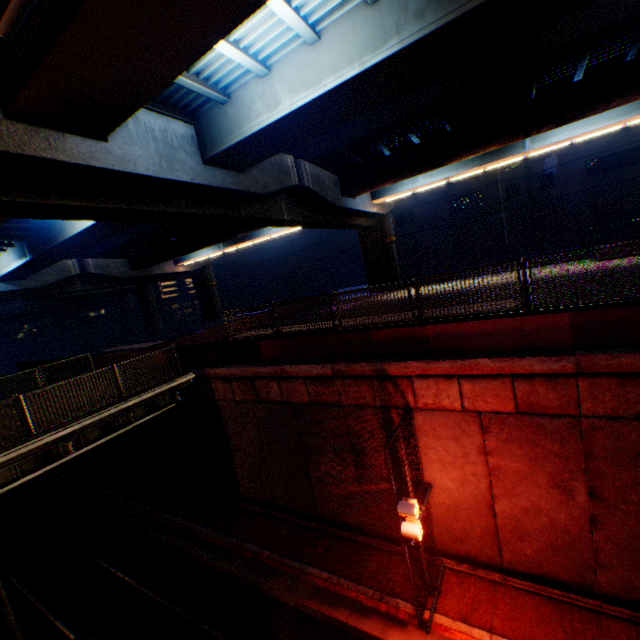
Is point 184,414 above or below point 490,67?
below

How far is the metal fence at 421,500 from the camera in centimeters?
756cm

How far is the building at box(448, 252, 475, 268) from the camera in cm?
3681

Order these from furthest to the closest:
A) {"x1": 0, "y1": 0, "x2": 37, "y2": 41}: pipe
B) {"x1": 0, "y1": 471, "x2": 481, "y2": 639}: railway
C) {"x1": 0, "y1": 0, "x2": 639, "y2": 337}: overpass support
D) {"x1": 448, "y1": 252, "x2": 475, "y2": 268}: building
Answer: {"x1": 448, "y1": 252, "x2": 475, "y2": 268}: building
{"x1": 0, "y1": 471, "x2": 481, "y2": 639}: railway
{"x1": 0, "y1": 0, "x2": 639, "y2": 337}: overpass support
{"x1": 0, "y1": 0, "x2": 37, "y2": 41}: pipe

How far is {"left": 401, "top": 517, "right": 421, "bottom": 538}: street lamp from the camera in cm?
740

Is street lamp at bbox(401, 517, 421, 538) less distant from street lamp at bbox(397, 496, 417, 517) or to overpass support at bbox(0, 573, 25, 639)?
street lamp at bbox(397, 496, 417, 517)

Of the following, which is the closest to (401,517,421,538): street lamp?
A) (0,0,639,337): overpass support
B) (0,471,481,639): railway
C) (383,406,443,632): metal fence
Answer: (383,406,443,632): metal fence

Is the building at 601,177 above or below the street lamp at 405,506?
above
